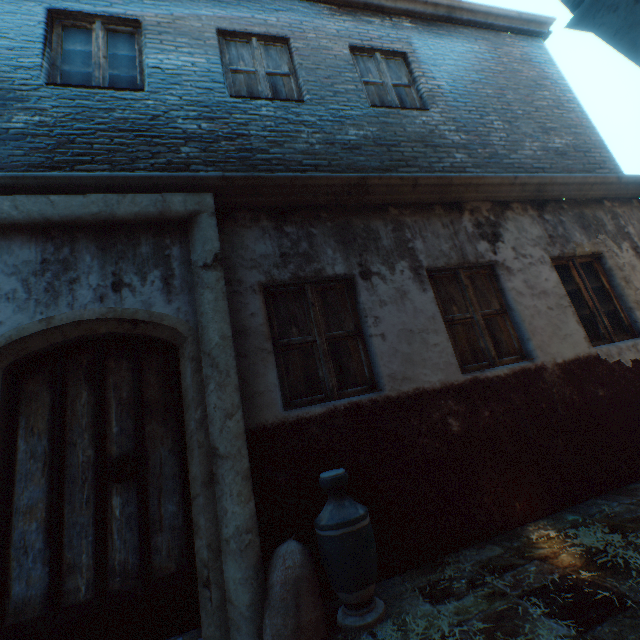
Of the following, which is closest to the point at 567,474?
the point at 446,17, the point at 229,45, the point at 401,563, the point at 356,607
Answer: the point at 401,563

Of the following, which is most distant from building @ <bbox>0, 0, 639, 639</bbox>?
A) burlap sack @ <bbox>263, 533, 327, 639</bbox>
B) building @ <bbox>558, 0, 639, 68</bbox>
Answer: building @ <bbox>558, 0, 639, 68</bbox>

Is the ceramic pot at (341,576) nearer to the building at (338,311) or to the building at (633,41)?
the building at (338,311)

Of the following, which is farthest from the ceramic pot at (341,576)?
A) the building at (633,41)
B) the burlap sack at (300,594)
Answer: the building at (633,41)

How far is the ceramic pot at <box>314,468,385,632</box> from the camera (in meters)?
2.17

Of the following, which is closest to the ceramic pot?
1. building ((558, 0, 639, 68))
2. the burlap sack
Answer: the burlap sack

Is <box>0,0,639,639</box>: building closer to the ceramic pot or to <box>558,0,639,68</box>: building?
the ceramic pot
